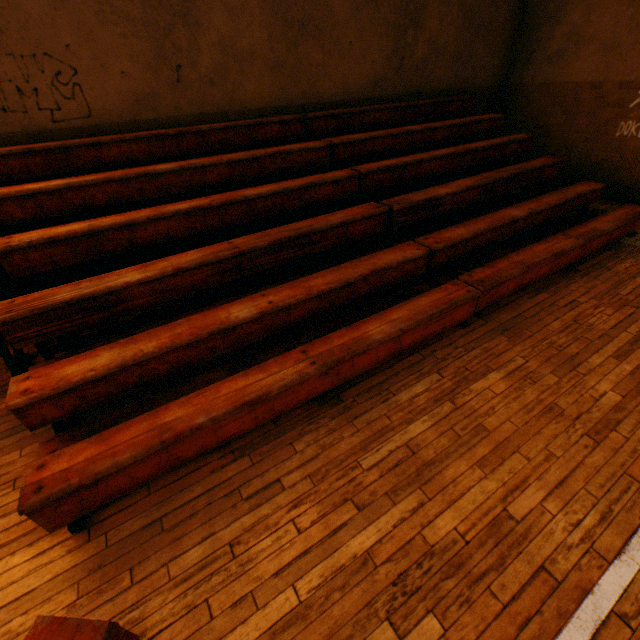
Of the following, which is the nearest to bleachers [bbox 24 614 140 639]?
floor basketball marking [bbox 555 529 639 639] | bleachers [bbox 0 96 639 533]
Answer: floor basketball marking [bbox 555 529 639 639]

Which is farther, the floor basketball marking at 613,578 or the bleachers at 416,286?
the bleachers at 416,286

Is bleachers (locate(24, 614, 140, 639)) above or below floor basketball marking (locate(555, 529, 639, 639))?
above

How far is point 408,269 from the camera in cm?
371

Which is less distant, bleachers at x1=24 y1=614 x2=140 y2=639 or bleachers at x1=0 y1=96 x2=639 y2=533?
bleachers at x1=24 y1=614 x2=140 y2=639

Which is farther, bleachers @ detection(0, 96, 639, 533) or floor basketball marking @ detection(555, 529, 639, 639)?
bleachers @ detection(0, 96, 639, 533)

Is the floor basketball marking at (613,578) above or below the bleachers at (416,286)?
below

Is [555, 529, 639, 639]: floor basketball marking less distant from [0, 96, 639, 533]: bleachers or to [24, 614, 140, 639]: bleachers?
[24, 614, 140, 639]: bleachers
